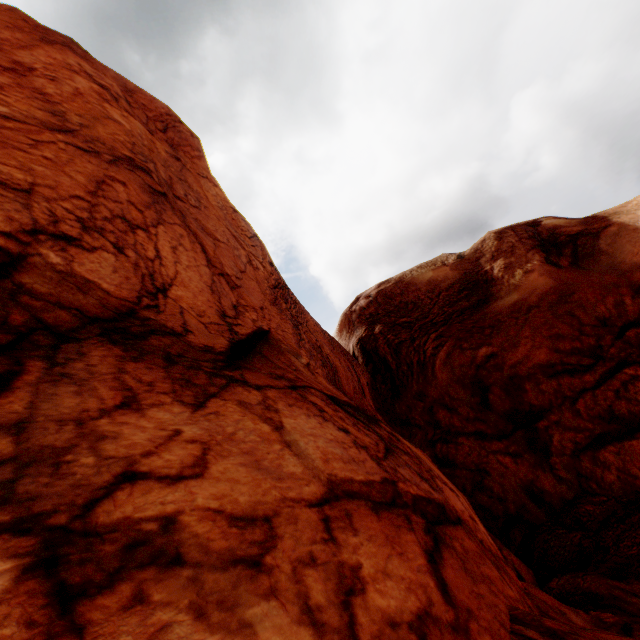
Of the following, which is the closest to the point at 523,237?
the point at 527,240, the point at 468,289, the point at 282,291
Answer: the point at 527,240
